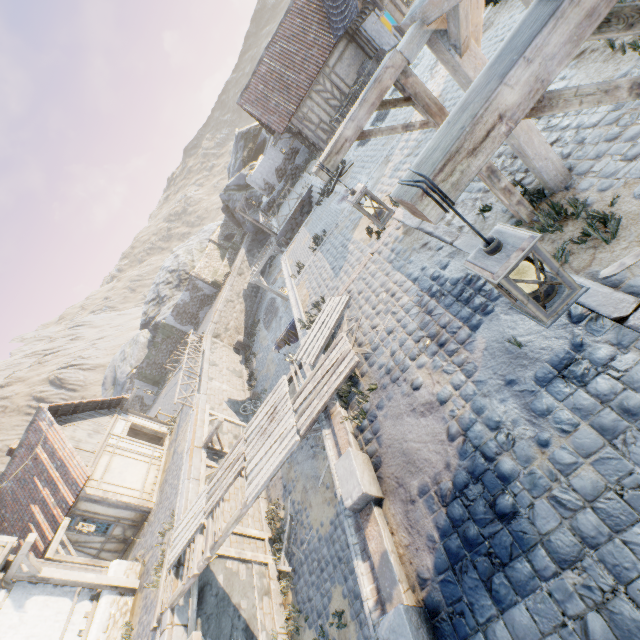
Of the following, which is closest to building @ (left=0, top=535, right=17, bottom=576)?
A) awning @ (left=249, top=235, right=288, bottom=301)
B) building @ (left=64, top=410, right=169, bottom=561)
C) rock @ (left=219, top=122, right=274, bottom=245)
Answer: building @ (left=64, top=410, right=169, bottom=561)

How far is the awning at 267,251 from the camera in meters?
21.9

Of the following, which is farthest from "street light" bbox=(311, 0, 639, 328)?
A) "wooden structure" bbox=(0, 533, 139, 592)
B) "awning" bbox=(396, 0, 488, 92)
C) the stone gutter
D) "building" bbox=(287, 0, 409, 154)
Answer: "building" bbox=(287, 0, 409, 154)

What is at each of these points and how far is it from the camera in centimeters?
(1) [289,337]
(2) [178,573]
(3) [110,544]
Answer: (1) fabric, 1177cm
(2) stone blocks, 880cm
(3) building, 1405cm

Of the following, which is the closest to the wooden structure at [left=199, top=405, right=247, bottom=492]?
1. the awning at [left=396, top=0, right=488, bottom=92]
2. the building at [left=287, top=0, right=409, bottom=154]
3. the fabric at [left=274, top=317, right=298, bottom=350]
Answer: the fabric at [left=274, top=317, right=298, bottom=350]

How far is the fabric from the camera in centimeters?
1166cm

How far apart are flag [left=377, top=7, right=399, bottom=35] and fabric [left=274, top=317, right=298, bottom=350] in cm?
862

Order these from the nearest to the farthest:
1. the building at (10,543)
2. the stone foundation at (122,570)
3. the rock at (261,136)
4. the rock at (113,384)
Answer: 1. the building at (10,543)
2. the stone foundation at (122,570)
3. the rock at (261,136)
4. the rock at (113,384)
